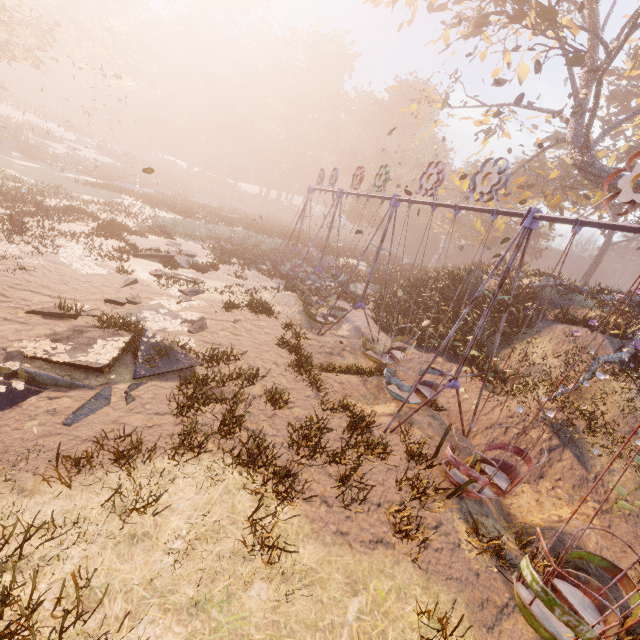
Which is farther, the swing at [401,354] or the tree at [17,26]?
the tree at [17,26]

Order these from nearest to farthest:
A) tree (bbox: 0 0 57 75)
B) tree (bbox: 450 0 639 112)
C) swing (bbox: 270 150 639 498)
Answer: swing (bbox: 270 150 639 498)
tree (bbox: 450 0 639 112)
tree (bbox: 0 0 57 75)

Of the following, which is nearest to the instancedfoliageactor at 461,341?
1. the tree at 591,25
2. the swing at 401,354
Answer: the swing at 401,354

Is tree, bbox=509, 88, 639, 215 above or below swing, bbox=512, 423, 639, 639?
above

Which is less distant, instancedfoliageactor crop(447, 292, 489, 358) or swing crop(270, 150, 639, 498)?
swing crop(270, 150, 639, 498)

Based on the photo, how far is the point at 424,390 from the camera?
11.0m

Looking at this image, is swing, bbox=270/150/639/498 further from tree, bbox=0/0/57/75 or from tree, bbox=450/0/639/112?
tree, bbox=0/0/57/75
